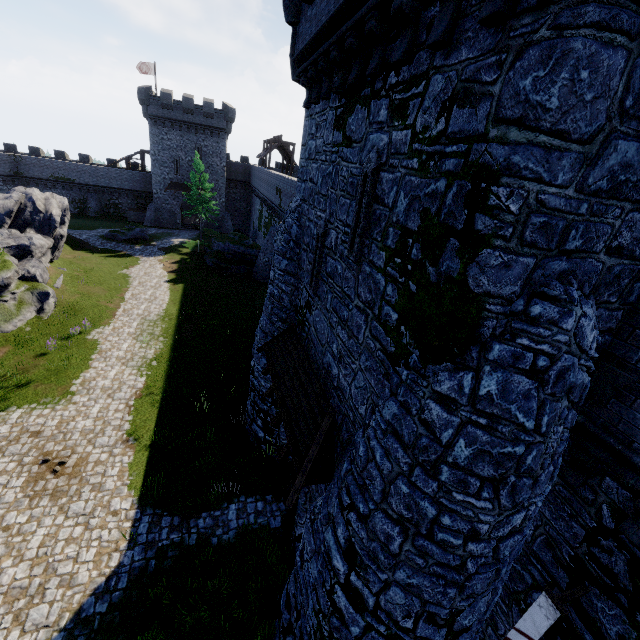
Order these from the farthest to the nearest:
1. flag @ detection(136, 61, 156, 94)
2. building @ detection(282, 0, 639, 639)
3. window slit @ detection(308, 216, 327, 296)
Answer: flag @ detection(136, 61, 156, 94) → window slit @ detection(308, 216, 327, 296) → building @ detection(282, 0, 639, 639)

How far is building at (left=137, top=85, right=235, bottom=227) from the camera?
41.4m

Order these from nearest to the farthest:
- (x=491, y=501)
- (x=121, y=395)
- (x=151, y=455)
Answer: (x=491, y=501) < (x=151, y=455) < (x=121, y=395)

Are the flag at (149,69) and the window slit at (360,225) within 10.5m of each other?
no

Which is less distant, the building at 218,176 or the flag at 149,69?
the building at 218,176

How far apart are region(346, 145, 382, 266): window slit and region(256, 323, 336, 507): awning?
3.1 meters

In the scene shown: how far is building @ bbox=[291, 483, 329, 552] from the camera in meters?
8.8 m

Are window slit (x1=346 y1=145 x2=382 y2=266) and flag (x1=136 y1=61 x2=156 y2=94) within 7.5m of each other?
no
